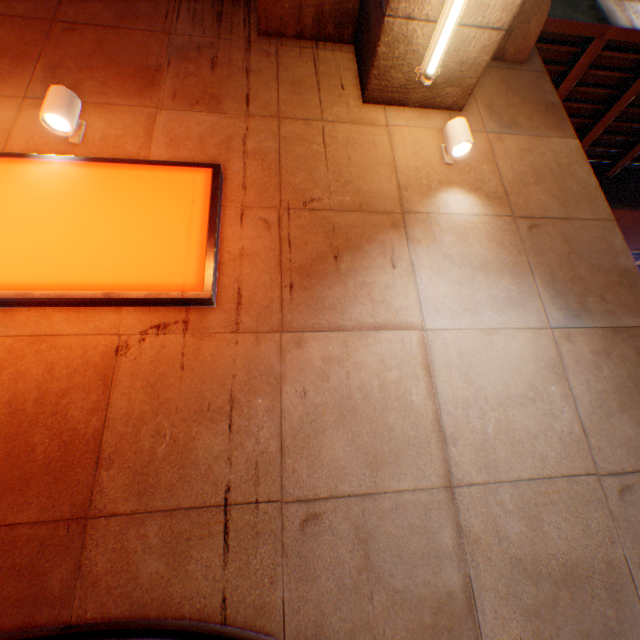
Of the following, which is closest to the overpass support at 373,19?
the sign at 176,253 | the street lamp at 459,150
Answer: the street lamp at 459,150

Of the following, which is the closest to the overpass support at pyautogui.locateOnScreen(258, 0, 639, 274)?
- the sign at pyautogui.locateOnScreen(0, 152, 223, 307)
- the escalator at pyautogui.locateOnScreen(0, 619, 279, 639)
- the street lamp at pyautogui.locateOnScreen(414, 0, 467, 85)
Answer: the street lamp at pyautogui.locateOnScreen(414, 0, 467, 85)

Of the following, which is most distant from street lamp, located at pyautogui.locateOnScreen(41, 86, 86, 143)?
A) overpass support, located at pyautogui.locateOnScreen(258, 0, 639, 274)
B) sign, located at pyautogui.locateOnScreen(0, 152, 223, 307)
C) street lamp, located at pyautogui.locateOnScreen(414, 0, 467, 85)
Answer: street lamp, located at pyautogui.locateOnScreen(414, 0, 467, 85)

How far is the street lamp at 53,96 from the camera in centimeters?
331cm

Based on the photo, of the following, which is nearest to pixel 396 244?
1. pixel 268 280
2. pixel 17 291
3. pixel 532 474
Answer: pixel 268 280

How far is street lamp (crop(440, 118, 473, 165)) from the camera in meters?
3.9 m

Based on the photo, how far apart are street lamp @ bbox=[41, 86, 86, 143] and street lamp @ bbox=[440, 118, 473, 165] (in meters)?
4.31

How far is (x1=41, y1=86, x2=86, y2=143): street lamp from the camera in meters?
3.3 m
